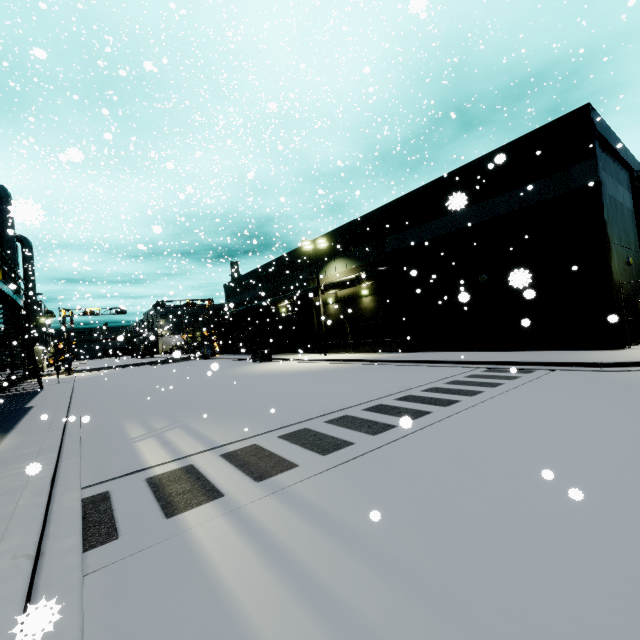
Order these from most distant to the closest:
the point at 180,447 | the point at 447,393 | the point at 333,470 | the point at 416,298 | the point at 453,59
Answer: the point at 453,59 < the point at 416,298 < the point at 447,393 < the point at 180,447 < the point at 333,470

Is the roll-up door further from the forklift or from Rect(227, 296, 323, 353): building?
the forklift

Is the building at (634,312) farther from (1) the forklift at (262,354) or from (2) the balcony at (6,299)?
(1) the forklift at (262,354)

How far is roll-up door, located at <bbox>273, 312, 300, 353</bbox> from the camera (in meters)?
35.01

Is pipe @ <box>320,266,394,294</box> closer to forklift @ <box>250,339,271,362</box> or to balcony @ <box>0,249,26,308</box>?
balcony @ <box>0,249,26,308</box>

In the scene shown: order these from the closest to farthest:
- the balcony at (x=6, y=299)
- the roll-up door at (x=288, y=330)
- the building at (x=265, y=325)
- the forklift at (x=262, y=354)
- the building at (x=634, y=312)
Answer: the balcony at (x=6, y=299) < the building at (x=634, y=312) < the forklift at (x=262, y=354) < the building at (x=265, y=325) < the roll-up door at (x=288, y=330)

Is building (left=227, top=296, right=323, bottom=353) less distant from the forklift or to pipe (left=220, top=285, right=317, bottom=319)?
pipe (left=220, top=285, right=317, bottom=319)

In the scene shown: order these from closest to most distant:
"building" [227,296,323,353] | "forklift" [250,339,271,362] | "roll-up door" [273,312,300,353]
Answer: "forklift" [250,339,271,362], "building" [227,296,323,353], "roll-up door" [273,312,300,353]
